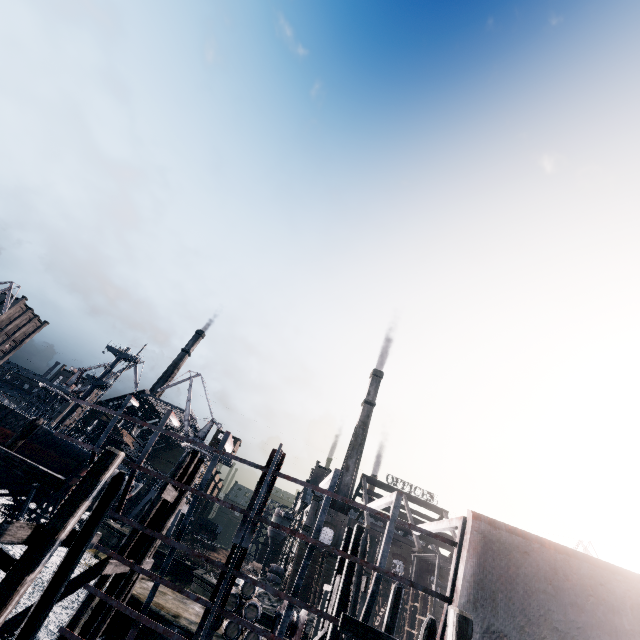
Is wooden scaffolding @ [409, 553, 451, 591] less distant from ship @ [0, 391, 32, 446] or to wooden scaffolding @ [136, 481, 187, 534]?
wooden scaffolding @ [136, 481, 187, 534]

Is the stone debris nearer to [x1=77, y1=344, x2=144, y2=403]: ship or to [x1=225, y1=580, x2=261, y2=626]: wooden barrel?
[x1=225, y1=580, x2=261, y2=626]: wooden barrel

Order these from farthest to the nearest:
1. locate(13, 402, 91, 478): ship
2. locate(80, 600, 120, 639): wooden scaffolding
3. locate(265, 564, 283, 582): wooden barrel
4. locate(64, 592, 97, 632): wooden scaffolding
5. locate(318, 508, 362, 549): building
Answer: locate(265, 564, 283, 582): wooden barrel < locate(318, 508, 362, 549): building < locate(13, 402, 91, 478): ship < locate(80, 600, 120, 639): wooden scaffolding < locate(64, 592, 97, 632): wooden scaffolding

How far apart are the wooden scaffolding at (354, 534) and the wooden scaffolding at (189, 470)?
8.3 meters

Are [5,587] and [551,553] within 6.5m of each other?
no

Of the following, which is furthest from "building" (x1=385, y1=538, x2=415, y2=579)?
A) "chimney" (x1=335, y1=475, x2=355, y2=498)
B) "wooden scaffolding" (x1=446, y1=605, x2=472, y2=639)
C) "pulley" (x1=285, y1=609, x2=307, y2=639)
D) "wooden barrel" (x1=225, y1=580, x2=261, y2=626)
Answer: "wooden scaffolding" (x1=446, y1=605, x2=472, y2=639)

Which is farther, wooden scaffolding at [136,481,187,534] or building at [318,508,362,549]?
building at [318,508,362,549]

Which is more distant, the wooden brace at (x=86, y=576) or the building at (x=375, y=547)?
the building at (x=375, y=547)
